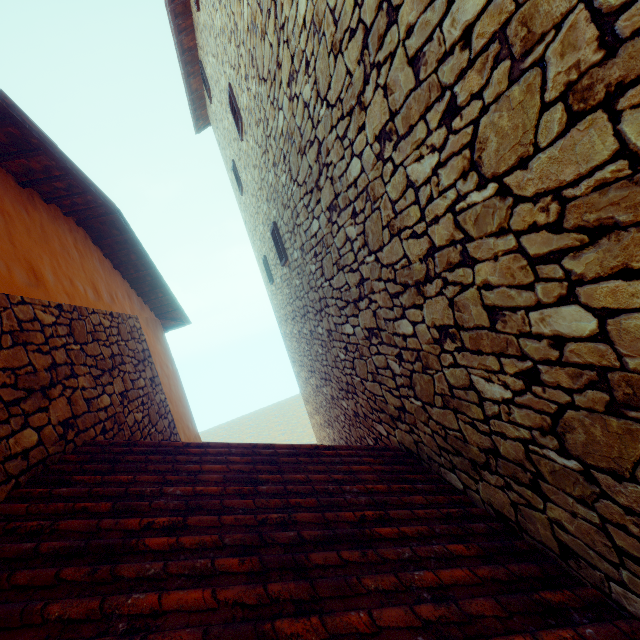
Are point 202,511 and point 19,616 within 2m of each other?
yes
